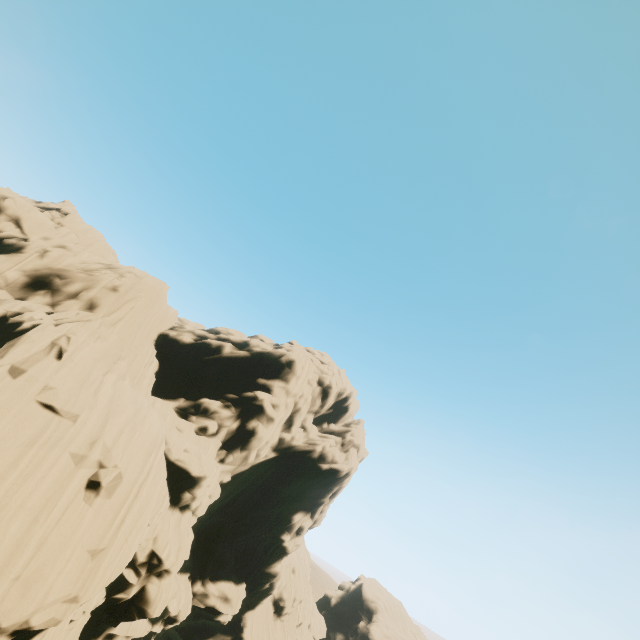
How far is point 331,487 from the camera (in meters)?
41.91
